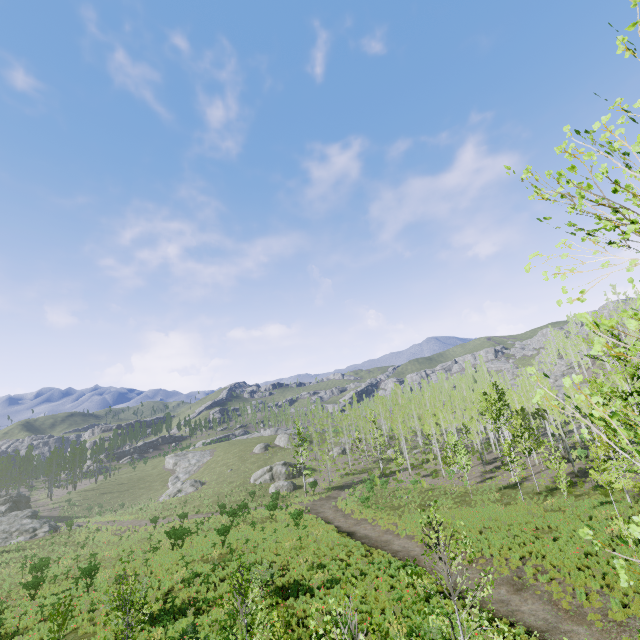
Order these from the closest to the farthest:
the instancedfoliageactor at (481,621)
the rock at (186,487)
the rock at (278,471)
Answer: the instancedfoliageactor at (481,621)
the rock at (278,471)
the rock at (186,487)

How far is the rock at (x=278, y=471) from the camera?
49.78m

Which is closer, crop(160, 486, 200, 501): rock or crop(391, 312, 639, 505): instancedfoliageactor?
crop(391, 312, 639, 505): instancedfoliageactor

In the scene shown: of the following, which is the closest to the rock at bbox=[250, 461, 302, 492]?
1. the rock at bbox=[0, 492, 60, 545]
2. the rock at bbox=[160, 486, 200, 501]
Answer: the rock at bbox=[160, 486, 200, 501]

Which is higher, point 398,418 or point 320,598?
point 398,418

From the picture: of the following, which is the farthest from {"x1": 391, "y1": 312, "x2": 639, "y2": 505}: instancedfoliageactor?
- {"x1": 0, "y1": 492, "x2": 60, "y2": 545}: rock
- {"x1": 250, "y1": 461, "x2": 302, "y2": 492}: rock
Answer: {"x1": 0, "y1": 492, "x2": 60, "y2": 545}: rock

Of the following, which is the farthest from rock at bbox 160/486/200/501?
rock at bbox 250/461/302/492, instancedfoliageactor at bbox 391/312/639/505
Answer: instancedfoliageactor at bbox 391/312/639/505

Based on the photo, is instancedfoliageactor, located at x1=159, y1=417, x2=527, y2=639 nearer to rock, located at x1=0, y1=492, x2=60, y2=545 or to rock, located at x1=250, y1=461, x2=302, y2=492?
rock, located at x1=250, y1=461, x2=302, y2=492
